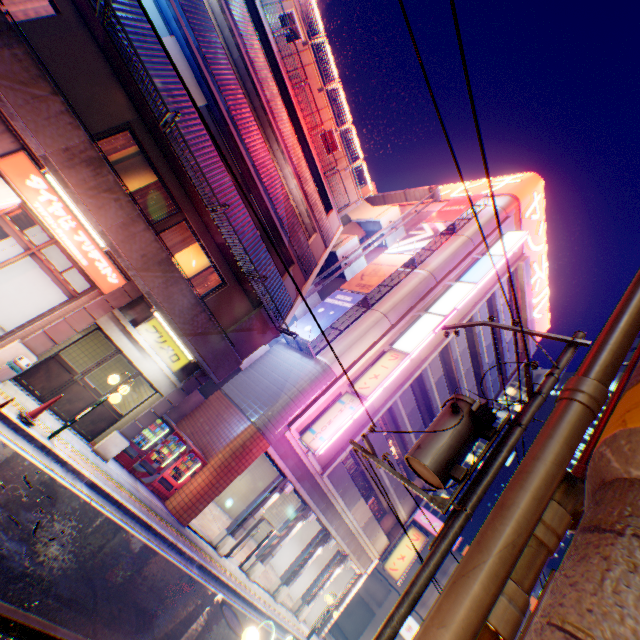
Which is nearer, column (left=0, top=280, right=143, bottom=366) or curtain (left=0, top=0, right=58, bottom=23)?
curtain (left=0, top=0, right=58, bottom=23)

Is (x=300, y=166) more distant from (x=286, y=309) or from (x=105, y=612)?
(x=105, y=612)

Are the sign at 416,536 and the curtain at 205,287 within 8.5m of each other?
no

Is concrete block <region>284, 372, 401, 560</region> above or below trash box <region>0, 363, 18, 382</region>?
above

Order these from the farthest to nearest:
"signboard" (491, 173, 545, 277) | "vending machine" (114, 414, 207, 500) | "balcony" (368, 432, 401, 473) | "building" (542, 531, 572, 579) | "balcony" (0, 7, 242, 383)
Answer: "building" (542, 531, 572, 579)
"signboard" (491, 173, 545, 277)
"balcony" (368, 432, 401, 473)
"vending machine" (114, 414, 207, 500)
"balcony" (0, 7, 242, 383)

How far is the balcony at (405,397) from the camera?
20.0m

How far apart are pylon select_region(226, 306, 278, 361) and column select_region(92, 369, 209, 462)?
0.9 meters

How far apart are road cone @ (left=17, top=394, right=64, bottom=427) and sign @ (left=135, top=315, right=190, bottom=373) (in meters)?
2.70
